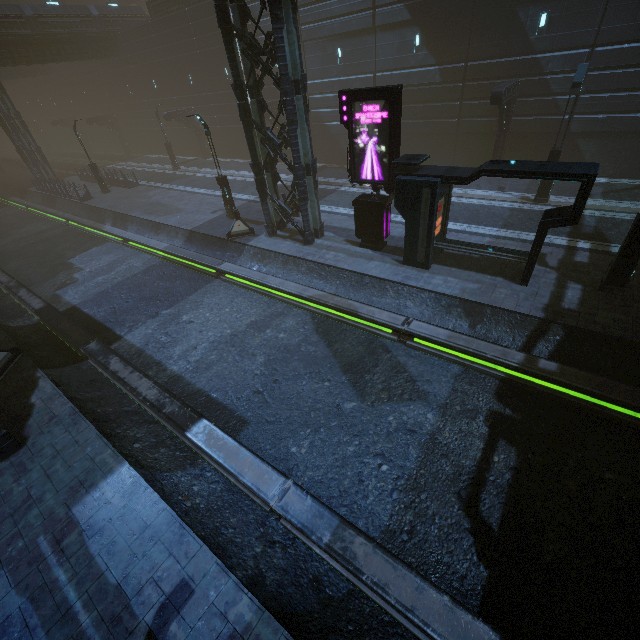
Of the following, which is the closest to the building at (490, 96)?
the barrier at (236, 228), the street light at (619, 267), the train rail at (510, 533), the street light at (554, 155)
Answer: the train rail at (510, 533)

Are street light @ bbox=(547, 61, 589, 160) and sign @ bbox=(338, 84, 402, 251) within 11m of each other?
yes

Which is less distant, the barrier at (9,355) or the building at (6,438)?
the building at (6,438)

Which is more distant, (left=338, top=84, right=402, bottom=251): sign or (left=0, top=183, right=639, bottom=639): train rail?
(left=338, top=84, right=402, bottom=251): sign

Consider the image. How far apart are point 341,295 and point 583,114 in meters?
17.1

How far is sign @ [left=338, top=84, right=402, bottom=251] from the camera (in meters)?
11.16

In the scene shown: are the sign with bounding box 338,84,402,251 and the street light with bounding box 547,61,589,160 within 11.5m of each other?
yes

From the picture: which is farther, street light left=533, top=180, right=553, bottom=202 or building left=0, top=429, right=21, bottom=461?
street light left=533, top=180, right=553, bottom=202
